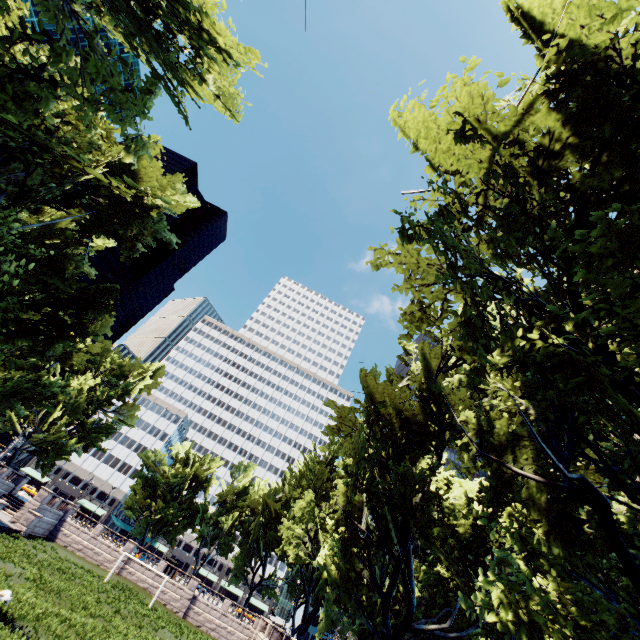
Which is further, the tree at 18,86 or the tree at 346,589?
the tree at 346,589

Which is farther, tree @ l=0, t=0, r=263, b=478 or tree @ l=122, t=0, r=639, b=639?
tree @ l=122, t=0, r=639, b=639

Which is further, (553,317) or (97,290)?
(97,290)
